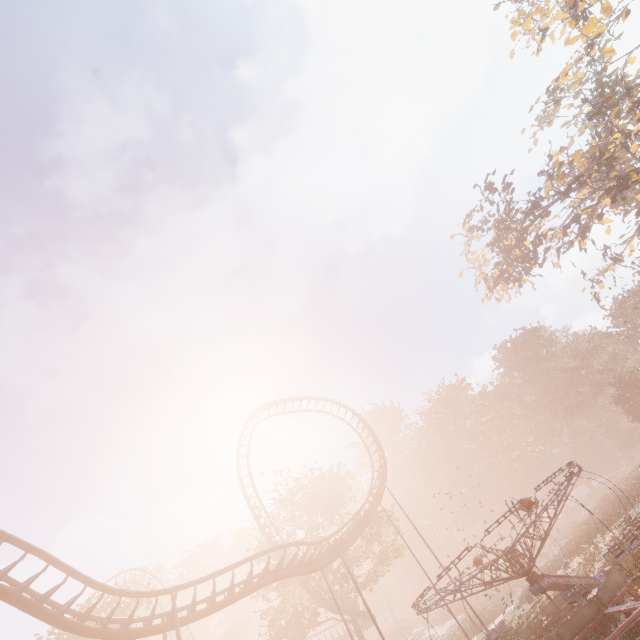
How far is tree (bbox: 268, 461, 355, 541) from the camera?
32.34m

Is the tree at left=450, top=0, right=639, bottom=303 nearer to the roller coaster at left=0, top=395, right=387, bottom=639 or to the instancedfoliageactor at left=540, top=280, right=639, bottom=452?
the instancedfoliageactor at left=540, top=280, right=639, bottom=452

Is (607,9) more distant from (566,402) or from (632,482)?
(566,402)

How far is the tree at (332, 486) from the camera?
32.3m

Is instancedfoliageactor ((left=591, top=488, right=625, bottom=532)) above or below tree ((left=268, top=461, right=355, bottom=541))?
below

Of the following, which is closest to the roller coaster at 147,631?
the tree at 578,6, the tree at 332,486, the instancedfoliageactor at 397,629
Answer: the tree at 332,486

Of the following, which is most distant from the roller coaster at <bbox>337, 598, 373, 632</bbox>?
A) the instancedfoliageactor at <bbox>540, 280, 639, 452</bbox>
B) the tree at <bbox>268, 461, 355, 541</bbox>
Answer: the instancedfoliageactor at <bbox>540, 280, 639, 452</bbox>
